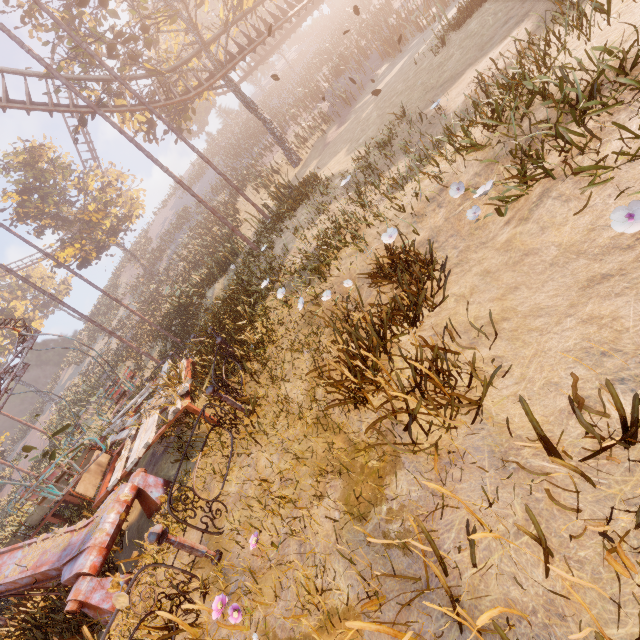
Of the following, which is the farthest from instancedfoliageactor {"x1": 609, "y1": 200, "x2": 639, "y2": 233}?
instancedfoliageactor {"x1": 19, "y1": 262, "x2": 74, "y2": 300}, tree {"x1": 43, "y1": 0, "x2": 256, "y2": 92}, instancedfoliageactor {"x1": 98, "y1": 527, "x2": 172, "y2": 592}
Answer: instancedfoliageactor {"x1": 19, "y1": 262, "x2": 74, "y2": 300}

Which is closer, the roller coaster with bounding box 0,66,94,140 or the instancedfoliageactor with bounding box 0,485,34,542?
the instancedfoliageactor with bounding box 0,485,34,542

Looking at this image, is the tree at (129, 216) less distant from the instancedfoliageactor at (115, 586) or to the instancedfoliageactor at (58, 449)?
the instancedfoliageactor at (58, 449)

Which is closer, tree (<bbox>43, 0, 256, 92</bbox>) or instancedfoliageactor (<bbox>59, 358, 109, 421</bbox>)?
tree (<bbox>43, 0, 256, 92</bbox>)

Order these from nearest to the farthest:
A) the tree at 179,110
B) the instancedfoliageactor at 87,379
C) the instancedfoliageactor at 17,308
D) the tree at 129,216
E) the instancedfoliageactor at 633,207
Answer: the instancedfoliageactor at 633,207 → the tree at 179,110 → the instancedfoliageactor at 87,379 → the tree at 129,216 → the instancedfoliageactor at 17,308

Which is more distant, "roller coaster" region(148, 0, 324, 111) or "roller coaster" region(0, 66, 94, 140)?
"roller coaster" region(148, 0, 324, 111)

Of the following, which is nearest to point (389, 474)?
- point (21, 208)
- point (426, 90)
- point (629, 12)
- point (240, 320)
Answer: point (629, 12)

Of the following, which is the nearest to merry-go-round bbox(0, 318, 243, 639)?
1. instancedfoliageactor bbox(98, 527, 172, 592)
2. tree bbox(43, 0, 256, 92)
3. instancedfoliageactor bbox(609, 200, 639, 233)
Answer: instancedfoliageactor bbox(98, 527, 172, 592)
